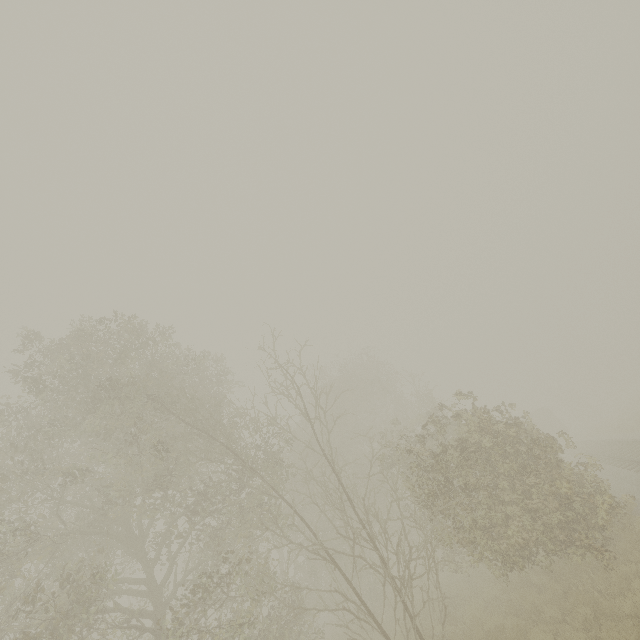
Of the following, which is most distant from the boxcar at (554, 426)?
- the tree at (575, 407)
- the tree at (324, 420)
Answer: the tree at (324, 420)

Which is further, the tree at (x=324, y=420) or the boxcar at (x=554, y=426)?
the boxcar at (x=554, y=426)

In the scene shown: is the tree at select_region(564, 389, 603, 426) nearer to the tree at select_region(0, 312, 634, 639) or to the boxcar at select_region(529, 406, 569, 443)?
the boxcar at select_region(529, 406, 569, 443)

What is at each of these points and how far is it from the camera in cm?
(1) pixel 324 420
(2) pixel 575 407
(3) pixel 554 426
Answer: (1) tree, 2728
(2) tree, 5700
(3) boxcar, 4128

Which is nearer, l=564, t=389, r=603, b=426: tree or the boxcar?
the boxcar

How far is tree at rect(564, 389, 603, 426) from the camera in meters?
55.4

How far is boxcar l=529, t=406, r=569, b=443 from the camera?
40.94m
